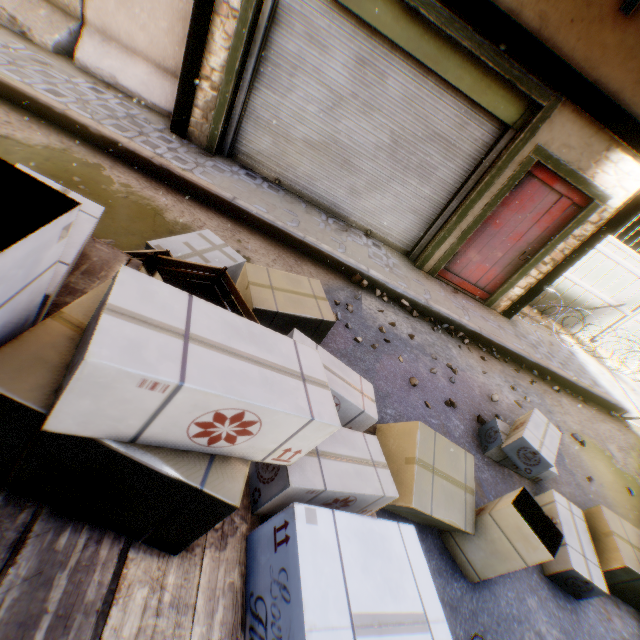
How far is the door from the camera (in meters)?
→ 5.16

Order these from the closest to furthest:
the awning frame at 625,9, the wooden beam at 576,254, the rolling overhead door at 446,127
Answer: the awning frame at 625,9 → the rolling overhead door at 446,127 → the wooden beam at 576,254

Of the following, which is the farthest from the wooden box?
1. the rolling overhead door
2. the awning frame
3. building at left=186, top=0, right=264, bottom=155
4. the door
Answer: the awning frame

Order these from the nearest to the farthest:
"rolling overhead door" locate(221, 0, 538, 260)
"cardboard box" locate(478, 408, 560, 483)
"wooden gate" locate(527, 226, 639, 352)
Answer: "cardboard box" locate(478, 408, 560, 483), "rolling overhead door" locate(221, 0, 538, 260), "wooden gate" locate(527, 226, 639, 352)

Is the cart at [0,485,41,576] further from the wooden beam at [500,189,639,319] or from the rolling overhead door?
the rolling overhead door

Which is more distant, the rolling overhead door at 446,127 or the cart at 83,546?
the rolling overhead door at 446,127

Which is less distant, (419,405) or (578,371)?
(419,405)

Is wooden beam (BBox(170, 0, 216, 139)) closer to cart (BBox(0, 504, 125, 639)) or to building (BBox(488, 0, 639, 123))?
building (BBox(488, 0, 639, 123))
